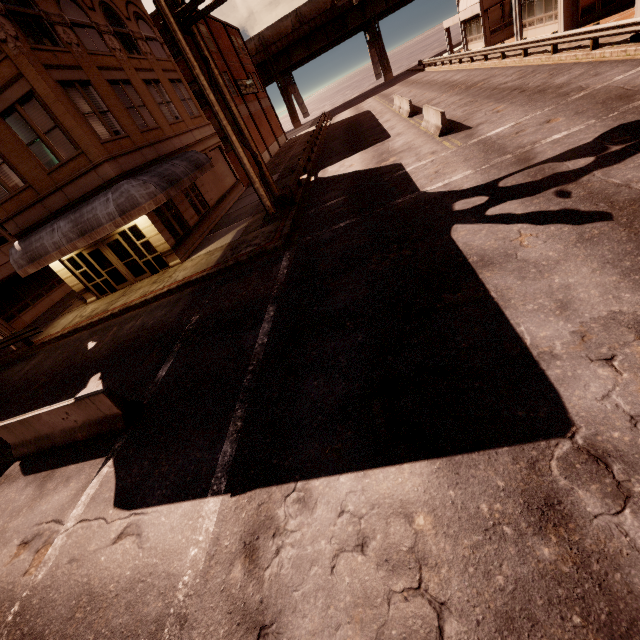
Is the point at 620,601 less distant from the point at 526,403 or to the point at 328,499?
the point at 526,403

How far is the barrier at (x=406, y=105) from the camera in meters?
21.6 m

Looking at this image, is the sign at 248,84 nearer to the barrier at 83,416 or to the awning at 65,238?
the awning at 65,238

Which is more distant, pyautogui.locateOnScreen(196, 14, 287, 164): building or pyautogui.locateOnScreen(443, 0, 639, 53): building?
pyautogui.locateOnScreen(196, 14, 287, 164): building

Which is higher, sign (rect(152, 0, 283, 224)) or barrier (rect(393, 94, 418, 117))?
sign (rect(152, 0, 283, 224))

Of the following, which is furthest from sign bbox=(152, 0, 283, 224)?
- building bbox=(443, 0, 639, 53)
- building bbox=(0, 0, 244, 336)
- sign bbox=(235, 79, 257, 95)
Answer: sign bbox=(235, 79, 257, 95)

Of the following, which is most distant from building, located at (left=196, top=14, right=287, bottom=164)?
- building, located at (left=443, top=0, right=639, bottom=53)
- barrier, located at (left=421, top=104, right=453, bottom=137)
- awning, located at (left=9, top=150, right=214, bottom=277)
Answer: building, located at (left=443, top=0, right=639, bottom=53)

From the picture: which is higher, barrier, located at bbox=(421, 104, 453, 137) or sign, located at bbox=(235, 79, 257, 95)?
sign, located at bbox=(235, 79, 257, 95)
